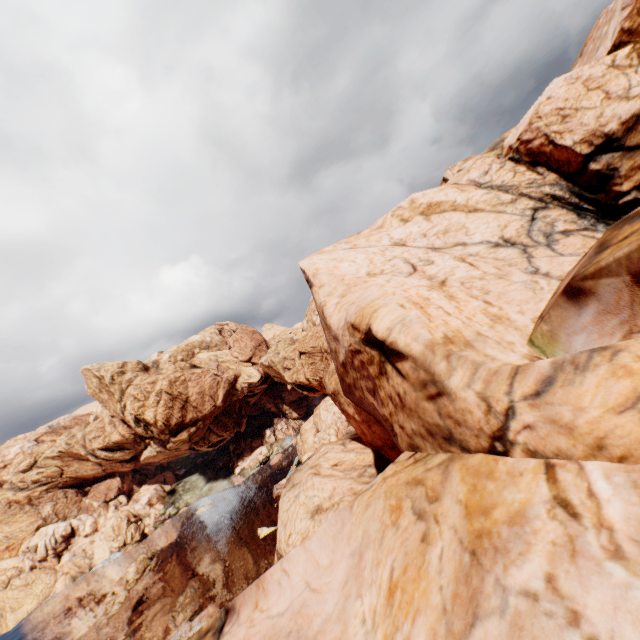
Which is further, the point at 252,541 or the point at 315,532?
the point at 252,541

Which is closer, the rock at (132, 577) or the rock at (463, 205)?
the rock at (463, 205)

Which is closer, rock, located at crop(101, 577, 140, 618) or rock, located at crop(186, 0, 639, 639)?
rock, located at crop(186, 0, 639, 639)

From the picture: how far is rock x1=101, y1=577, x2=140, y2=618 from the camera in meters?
52.7 m

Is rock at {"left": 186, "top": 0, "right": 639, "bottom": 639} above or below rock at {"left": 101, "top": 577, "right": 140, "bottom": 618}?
above

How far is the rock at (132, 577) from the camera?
52.66m
